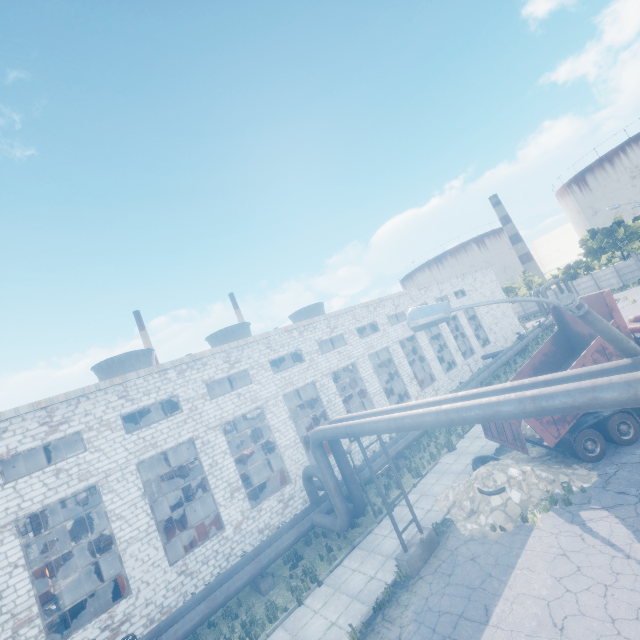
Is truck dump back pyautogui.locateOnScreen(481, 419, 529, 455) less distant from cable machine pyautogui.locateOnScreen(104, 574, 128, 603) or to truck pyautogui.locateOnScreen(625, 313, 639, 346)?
truck pyautogui.locateOnScreen(625, 313, 639, 346)

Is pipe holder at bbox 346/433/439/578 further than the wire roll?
No

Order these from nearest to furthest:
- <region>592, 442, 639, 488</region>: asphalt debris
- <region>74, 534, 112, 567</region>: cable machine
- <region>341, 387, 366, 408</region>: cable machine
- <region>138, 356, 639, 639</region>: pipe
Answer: <region>138, 356, 639, 639</region>: pipe → <region>592, 442, 639, 488</region>: asphalt debris → <region>74, 534, 112, 567</region>: cable machine → <region>341, 387, 366, 408</region>: cable machine

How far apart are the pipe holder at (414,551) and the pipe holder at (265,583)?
5.8m

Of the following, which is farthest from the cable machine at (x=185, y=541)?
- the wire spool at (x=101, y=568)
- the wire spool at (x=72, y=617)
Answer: the wire spool at (x=101, y=568)

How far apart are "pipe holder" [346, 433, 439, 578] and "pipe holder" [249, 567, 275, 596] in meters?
5.8 m

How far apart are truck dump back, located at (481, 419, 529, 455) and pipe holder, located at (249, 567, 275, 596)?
11.3m

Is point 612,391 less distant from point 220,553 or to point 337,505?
point 337,505
